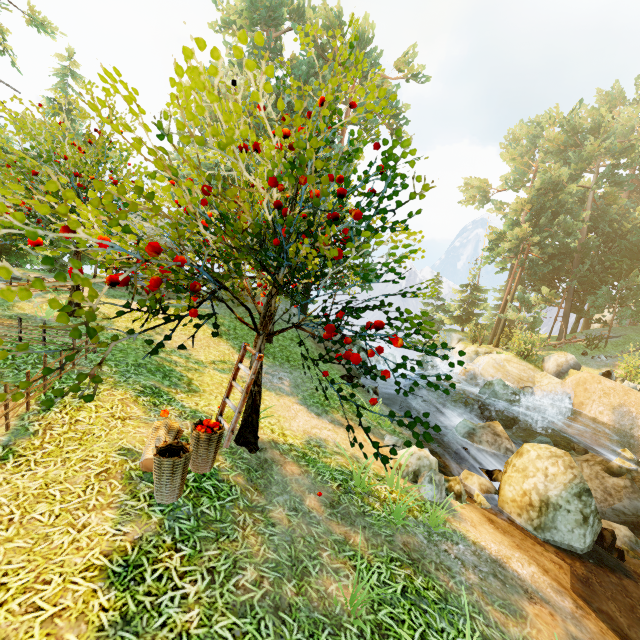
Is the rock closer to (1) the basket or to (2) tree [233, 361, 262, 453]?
(2) tree [233, 361, 262, 453]

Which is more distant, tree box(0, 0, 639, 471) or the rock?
the rock

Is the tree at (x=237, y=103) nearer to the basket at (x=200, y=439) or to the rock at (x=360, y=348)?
the basket at (x=200, y=439)

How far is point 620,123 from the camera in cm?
3956

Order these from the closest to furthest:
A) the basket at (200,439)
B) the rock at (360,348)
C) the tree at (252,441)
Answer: the basket at (200,439)
the tree at (252,441)
the rock at (360,348)

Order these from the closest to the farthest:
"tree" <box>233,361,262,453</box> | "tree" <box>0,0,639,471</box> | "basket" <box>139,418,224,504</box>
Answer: "tree" <box>0,0,639,471</box>
"basket" <box>139,418,224,504</box>
"tree" <box>233,361,262,453</box>

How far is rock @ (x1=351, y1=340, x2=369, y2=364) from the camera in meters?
18.9 m

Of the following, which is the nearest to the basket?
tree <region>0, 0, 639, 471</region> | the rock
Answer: tree <region>0, 0, 639, 471</region>
